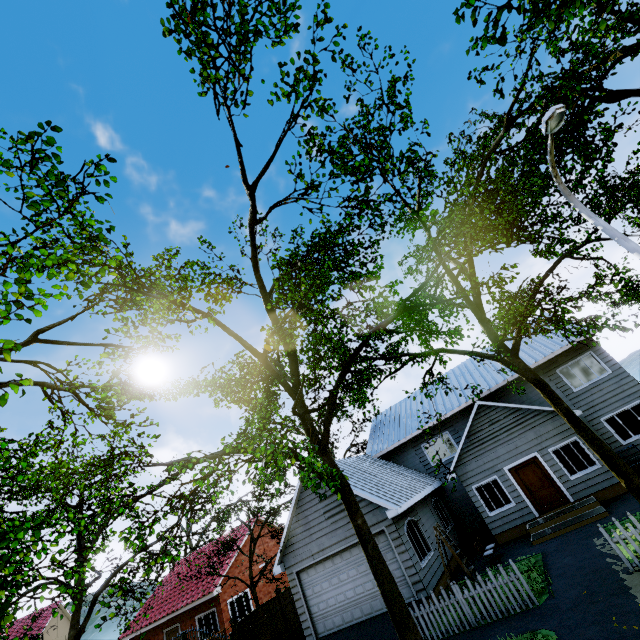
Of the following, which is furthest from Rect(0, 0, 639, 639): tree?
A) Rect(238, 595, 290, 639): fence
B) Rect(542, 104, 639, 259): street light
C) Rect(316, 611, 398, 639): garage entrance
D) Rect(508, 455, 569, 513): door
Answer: Rect(508, 455, 569, 513): door

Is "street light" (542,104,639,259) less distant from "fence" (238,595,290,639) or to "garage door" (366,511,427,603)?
"fence" (238,595,290,639)

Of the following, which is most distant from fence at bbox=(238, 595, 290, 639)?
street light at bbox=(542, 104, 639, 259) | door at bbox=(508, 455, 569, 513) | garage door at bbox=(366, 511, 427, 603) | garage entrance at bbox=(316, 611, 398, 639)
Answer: door at bbox=(508, 455, 569, 513)

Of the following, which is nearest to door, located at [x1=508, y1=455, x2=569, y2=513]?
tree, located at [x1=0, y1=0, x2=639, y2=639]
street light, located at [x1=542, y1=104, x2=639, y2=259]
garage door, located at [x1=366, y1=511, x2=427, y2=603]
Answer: tree, located at [x1=0, y1=0, x2=639, y2=639]

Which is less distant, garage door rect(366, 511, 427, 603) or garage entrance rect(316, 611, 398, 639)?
garage entrance rect(316, 611, 398, 639)

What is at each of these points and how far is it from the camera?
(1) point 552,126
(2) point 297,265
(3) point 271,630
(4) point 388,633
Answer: (1) street light, 6.4 meters
(2) tree, 12.2 meters
(3) fence, 14.6 meters
(4) garage entrance, 11.3 meters

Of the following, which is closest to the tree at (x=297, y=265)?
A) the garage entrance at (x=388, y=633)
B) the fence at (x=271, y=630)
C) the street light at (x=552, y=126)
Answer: the fence at (x=271, y=630)

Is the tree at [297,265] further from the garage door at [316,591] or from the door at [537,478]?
the door at [537,478]
